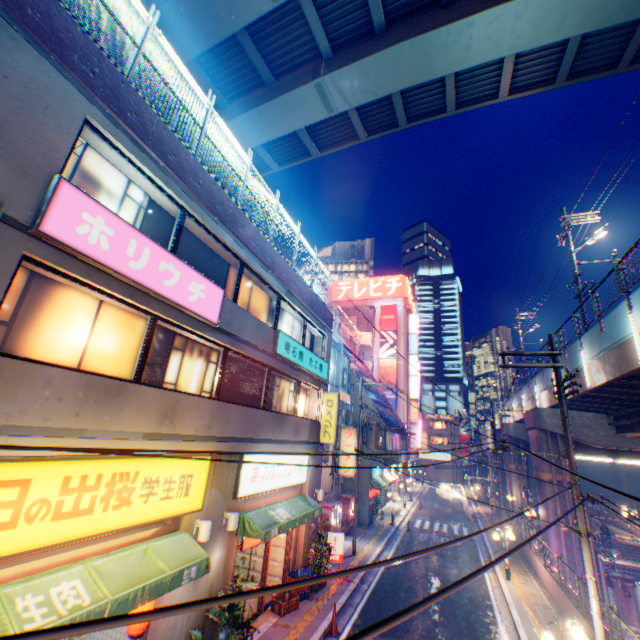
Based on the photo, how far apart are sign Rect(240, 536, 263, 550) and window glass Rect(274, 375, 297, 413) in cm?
362

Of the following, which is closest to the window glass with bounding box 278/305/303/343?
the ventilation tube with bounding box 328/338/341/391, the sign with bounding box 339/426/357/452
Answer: the ventilation tube with bounding box 328/338/341/391

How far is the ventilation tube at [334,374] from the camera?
22.1m

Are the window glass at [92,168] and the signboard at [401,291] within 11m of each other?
no

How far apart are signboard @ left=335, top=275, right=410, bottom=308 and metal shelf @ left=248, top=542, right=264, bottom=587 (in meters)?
43.76

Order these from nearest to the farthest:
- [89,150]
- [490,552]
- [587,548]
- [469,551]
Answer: [89,150], [587,548], [490,552], [469,551]

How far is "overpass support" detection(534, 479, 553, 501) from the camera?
20.90m

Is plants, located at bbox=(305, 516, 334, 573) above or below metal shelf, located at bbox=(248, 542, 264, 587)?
above
